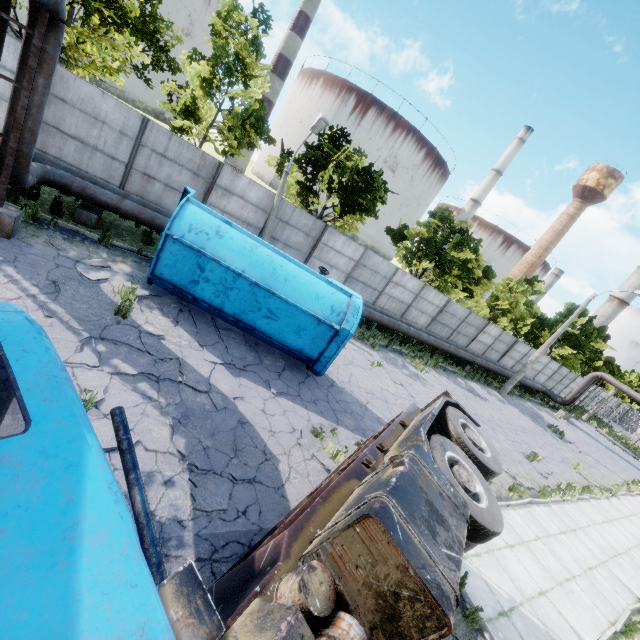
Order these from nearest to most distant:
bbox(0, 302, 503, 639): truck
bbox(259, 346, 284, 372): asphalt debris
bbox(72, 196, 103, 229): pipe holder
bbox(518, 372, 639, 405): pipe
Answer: bbox(0, 302, 503, 639): truck → bbox(259, 346, 284, 372): asphalt debris → bbox(72, 196, 103, 229): pipe holder → bbox(518, 372, 639, 405): pipe

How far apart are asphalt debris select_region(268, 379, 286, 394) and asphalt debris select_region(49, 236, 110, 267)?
4.6m

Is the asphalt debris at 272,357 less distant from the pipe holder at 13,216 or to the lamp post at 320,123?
the lamp post at 320,123

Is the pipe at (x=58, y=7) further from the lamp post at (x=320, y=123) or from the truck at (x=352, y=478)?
the truck at (x=352, y=478)

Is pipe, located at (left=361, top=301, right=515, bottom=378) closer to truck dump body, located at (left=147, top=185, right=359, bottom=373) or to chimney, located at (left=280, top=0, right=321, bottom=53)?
truck dump body, located at (left=147, top=185, right=359, bottom=373)

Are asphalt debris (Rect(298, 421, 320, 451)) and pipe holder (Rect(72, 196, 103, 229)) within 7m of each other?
no

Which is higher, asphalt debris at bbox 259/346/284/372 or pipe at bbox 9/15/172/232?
pipe at bbox 9/15/172/232

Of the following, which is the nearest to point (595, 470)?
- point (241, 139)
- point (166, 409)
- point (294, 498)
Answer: point (294, 498)
